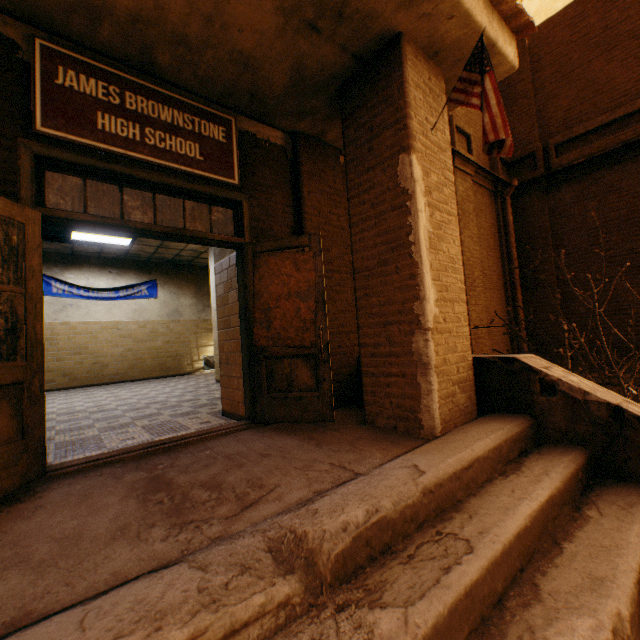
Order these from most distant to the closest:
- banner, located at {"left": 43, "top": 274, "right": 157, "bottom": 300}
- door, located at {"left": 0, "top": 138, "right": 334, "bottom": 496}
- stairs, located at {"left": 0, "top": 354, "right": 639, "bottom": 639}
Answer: banner, located at {"left": 43, "top": 274, "right": 157, "bottom": 300} → door, located at {"left": 0, "top": 138, "right": 334, "bottom": 496} → stairs, located at {"left": 0, "top": 354, "right": 639, "bottom": 639}

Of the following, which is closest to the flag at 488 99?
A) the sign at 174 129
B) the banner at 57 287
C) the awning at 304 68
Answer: the awning at 304 68

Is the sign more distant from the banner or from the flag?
the banner

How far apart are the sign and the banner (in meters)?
8.59

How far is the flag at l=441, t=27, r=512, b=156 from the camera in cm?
250

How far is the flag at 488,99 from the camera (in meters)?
2.50

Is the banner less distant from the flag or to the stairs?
the stairs

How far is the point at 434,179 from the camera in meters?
2.9 m
